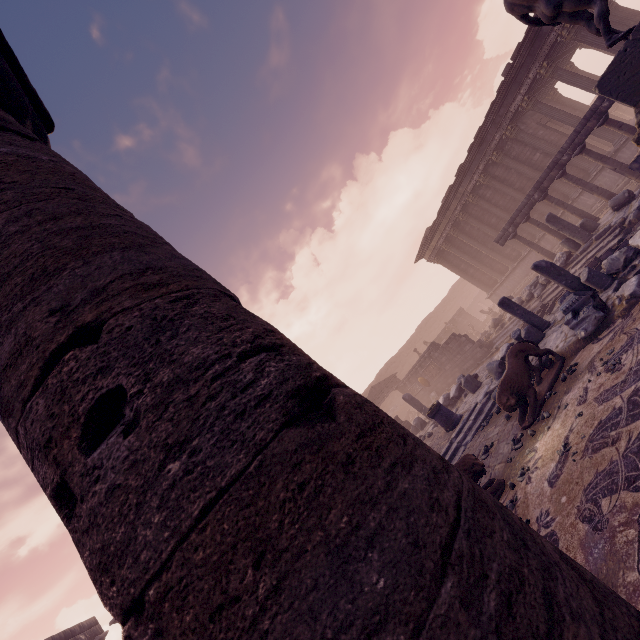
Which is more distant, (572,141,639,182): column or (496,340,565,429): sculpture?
(572,141,639,182): column

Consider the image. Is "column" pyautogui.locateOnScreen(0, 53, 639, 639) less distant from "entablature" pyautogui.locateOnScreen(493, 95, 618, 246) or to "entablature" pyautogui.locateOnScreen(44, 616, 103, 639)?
"entablature" pyautogui.locateOnScreen(44, 616, 103, 639)

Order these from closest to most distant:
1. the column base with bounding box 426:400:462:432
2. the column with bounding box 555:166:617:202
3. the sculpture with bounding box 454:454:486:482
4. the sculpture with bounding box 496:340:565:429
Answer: the sculpture with bounding box 454:454:486:482 → the sculpture with bounding box 496:340:565:429 → the column base with bounding box 426:400:462:432 → the column with bounding box 555:166:617:202

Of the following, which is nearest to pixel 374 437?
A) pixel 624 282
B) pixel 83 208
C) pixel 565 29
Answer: pixel 83 208

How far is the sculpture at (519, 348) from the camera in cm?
645

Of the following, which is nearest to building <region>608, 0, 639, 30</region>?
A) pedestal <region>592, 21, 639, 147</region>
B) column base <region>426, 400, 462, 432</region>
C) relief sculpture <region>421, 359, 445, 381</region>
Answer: relief sculpture <region>421, 359, 445, 381</region>

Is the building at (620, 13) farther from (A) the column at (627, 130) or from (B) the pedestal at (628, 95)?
(B) the pedestal at (628, 95)

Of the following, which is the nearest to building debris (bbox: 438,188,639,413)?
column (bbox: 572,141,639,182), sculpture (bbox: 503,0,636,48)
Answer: sculpture (bbox: 503,0,636,48)
